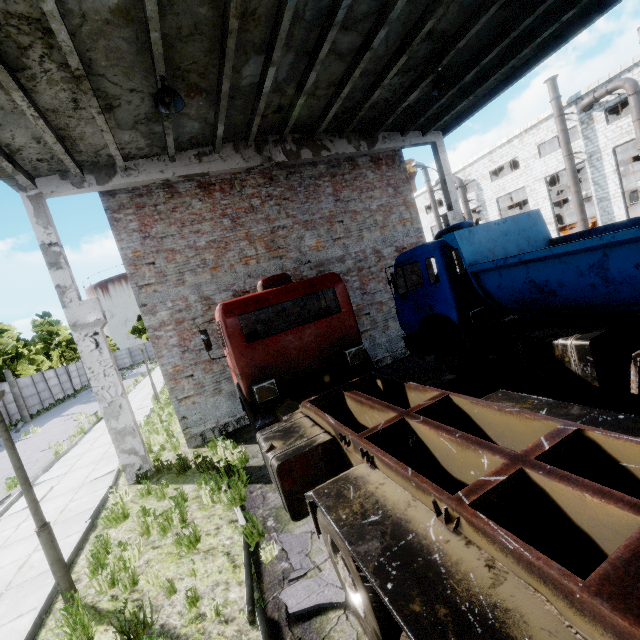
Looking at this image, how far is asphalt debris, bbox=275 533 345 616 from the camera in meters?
3.5 m

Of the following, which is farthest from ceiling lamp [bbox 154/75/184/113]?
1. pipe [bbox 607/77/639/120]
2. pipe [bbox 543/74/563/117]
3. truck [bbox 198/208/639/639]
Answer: pipe [bbox 543/74/563/117]

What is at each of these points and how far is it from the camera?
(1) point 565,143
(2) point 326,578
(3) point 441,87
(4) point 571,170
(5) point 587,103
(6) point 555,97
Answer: (1) pipe, 22.81m
(2) asphalt debris, 3.87m
(3) ceiling lamp, 8.54m
(4) pipe, 22.97m
(5) pipe, 21.09m
(6) pipe, 22.47m

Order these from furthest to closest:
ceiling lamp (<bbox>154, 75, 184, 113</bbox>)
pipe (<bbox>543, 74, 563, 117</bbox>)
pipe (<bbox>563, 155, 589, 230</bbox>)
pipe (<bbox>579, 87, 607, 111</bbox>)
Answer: pipe (<bbox>563, 155, 589, 230</bbox>) → pipe (<bbox>543, 74, 563, 117</bbox>) → pipe (<bbox>579, 87, 607, 111</bbox>) → ceiling lamp (<bbox>154, 75, 184, 113</bbox>)

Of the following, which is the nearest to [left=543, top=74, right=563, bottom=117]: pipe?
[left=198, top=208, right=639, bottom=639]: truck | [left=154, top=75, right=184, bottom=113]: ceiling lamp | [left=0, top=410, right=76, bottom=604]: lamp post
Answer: [left=198, top=208, right=639, bottom=639]: truck

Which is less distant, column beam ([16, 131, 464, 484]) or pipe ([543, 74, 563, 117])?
column beam ([16, 131, 464, 484])

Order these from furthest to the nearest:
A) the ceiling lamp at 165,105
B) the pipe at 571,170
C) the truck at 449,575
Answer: the pipe at 571,170 < the ceiling lamp at 165,105 < the truck at 449,575

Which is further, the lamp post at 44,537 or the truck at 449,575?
the lamp post at 44,537
